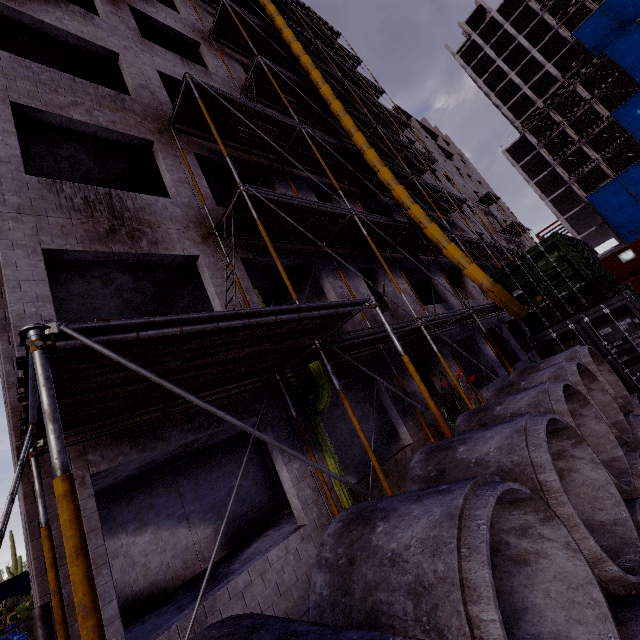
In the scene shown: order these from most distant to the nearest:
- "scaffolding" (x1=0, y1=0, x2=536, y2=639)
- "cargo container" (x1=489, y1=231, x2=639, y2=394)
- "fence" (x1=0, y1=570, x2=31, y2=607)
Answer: "fence" (x1=0, y1=570, x2=31, y2=607)
"cargo container" (x1=489, y1=231, x2=639, y2=394)
"scaffolding" (x1=0, y1=0, x2=536, y2=639)

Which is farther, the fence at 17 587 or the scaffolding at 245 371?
the fence at 17 587

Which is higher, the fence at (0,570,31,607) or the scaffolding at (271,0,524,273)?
the scaffolding at (271,0,524,273)

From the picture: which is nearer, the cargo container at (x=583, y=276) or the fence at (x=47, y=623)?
the fence at (x=47, y=623)

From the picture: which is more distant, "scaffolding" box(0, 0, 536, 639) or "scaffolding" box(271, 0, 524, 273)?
"scaffolding" box(271, 0, 524, 273)

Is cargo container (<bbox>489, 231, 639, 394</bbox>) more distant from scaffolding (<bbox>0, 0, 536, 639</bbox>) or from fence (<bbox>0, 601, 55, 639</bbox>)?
fence (<bbox>0, 601, 55, 639</bbox>)

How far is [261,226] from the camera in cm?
680

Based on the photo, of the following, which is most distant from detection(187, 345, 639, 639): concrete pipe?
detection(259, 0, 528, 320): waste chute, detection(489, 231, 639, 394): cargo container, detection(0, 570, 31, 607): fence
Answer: detection(0, 570, 31, 607): fence
